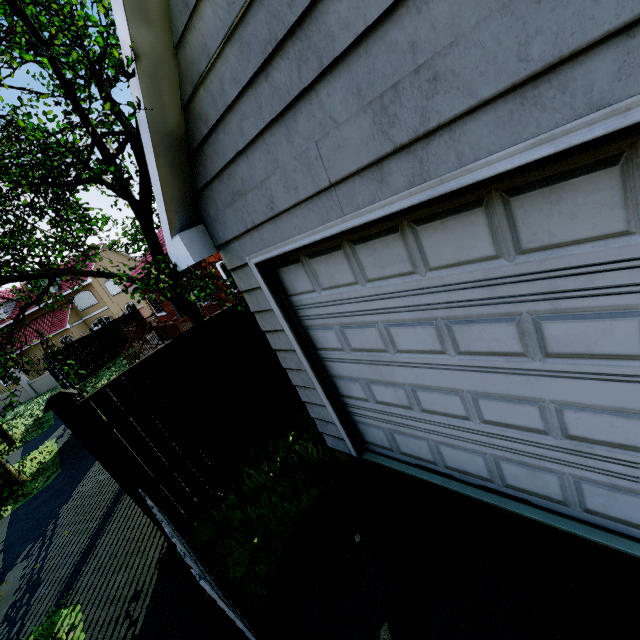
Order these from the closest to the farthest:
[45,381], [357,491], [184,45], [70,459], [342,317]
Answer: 1. [184,45]
2. [342,317]
3. [357,491]
4. [70,459]
5. [45,381]

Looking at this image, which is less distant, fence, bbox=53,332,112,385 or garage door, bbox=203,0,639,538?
garage door, bbox=203,0,639,538

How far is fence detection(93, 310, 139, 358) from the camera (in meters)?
20.53

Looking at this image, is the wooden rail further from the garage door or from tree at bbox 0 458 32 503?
the garage door

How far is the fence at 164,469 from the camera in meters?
4.2

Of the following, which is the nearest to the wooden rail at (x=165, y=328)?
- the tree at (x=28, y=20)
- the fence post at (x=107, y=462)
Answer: the tree at (x=28, y=20)

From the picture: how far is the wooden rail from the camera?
11.6m
